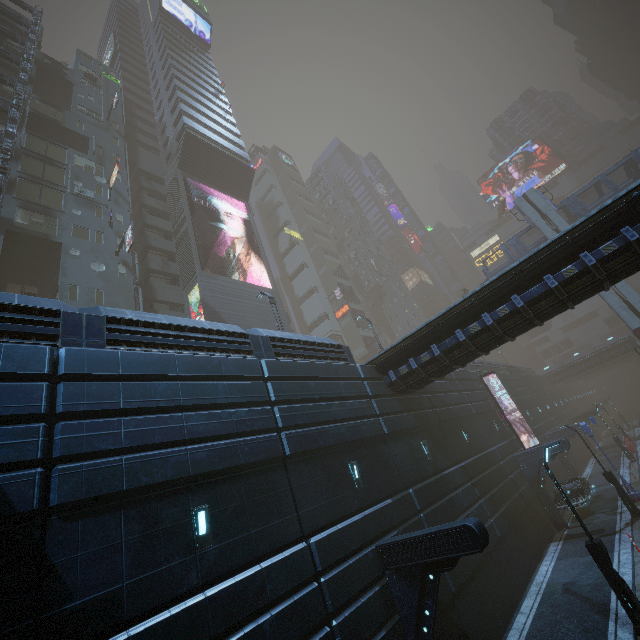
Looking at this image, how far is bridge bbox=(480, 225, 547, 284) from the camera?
34.7 meters

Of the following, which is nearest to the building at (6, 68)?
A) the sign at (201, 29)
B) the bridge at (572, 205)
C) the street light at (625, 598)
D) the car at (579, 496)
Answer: the sign at (201, 29)

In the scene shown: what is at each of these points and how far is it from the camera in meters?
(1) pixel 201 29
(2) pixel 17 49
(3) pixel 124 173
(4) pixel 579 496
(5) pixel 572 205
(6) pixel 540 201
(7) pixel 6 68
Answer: (1) sign, 57.4 m
(2) building, 30.9 m
(3) building, 31.7 m
(4) car, 21.4 m
(5) bridge, 32.7 m
(6) sm, 33.7 m
(7) building, 29.2 m

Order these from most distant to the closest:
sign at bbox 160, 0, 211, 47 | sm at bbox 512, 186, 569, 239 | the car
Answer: sign at bbox 160, 0, 211, 47, sm at bbox 512, 186, 569, 239, the car

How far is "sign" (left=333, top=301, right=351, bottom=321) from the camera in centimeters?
5616cm

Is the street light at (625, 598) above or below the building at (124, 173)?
below

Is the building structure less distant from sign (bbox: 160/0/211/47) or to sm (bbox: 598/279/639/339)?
sm (bbox: 598/279/639/339)

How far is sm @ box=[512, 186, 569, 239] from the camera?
32.4m
